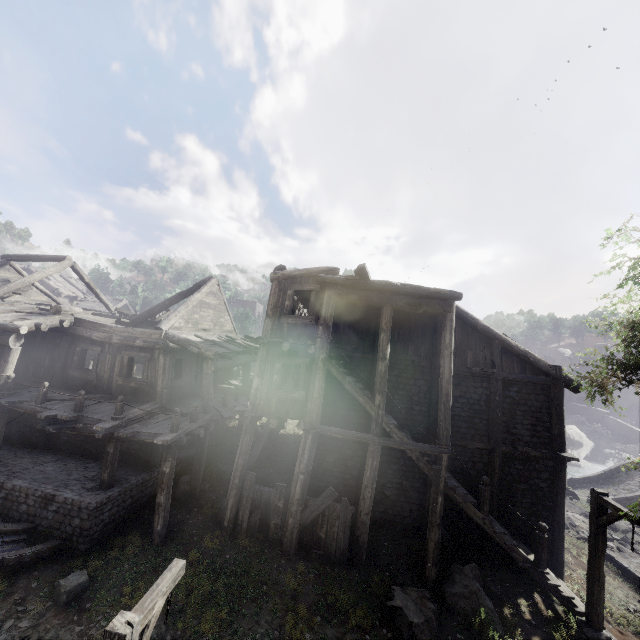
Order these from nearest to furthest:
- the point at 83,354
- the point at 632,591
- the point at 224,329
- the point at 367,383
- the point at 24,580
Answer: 1. the point at 24,580
2. the point at 632,591
3. the point at 367,383
4. the point at 83,354
5. the point at 224,329

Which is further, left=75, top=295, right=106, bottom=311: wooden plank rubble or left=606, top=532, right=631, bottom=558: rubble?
left=75, top=295, right=106, bottom=311: wooden plank rubble

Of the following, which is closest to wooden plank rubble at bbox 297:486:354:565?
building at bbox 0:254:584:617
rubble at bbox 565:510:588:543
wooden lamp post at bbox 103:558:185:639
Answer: building at bbox 0:254:584:617

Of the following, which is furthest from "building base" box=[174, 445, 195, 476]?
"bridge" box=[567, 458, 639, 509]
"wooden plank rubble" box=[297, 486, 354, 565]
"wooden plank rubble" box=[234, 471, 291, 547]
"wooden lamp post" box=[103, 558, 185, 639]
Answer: "bridge" box=[567, 458, 639, 509]

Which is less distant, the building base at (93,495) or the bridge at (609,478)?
the building base at (93,495)

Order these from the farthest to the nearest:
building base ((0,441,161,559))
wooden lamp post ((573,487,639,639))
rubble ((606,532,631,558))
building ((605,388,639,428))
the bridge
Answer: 1. building ((605,388,639,428))
2. the bridge
3. rubble ((606,532,631,558))
4. building base ((0,441,161,559))
5. wooden lamp post ((573,487,639,639))

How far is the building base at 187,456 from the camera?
14.0 meters

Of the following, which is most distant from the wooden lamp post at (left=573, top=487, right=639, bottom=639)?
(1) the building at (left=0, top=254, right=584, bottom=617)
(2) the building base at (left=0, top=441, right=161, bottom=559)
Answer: (2) the building base at (left=0, top=441, right=161, bottom=559)
